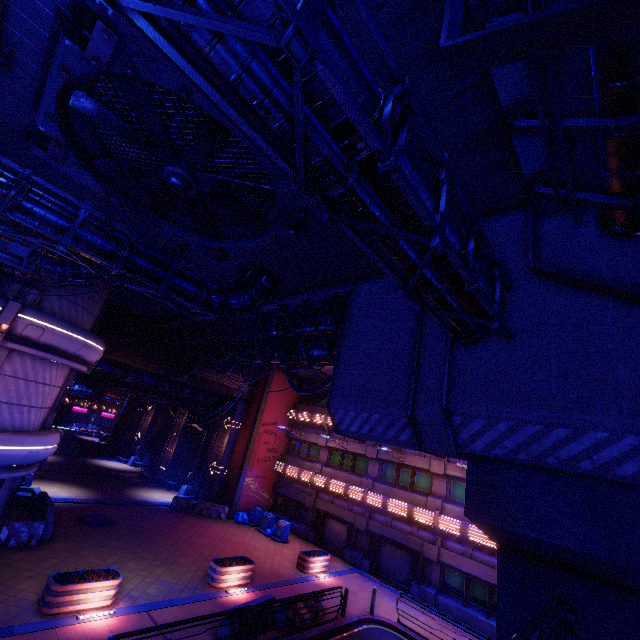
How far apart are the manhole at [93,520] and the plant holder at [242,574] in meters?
7.5 m

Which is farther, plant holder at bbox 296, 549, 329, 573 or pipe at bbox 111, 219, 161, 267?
plant holder at bbox 296, 549, 329, 573

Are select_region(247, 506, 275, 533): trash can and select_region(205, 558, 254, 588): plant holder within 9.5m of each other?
yes

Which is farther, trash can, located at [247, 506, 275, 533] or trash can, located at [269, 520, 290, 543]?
trash can, located at [247, 506, 275, 533]

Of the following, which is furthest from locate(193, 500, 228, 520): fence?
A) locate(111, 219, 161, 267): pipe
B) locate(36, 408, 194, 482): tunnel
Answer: locate(111, 219, 161, 267): pipe

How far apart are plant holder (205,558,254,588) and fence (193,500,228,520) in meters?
9.4

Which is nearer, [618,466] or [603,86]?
[603,86]

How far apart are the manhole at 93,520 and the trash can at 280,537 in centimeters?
998cm
